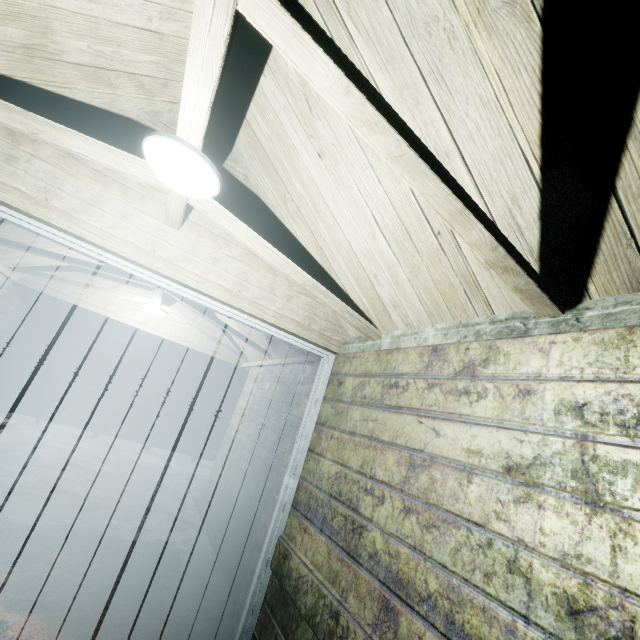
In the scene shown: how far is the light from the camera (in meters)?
1.26

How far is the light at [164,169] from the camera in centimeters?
126cm

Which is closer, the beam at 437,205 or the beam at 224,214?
the beam at 437,205

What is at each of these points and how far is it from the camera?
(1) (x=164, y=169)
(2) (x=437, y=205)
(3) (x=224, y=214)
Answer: (1) light, 1.32m
(2) beam, 1.04m
(3) beam, 1.72m

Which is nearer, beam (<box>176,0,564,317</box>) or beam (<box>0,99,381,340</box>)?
beam (<box>176,0,564,317</box>)
